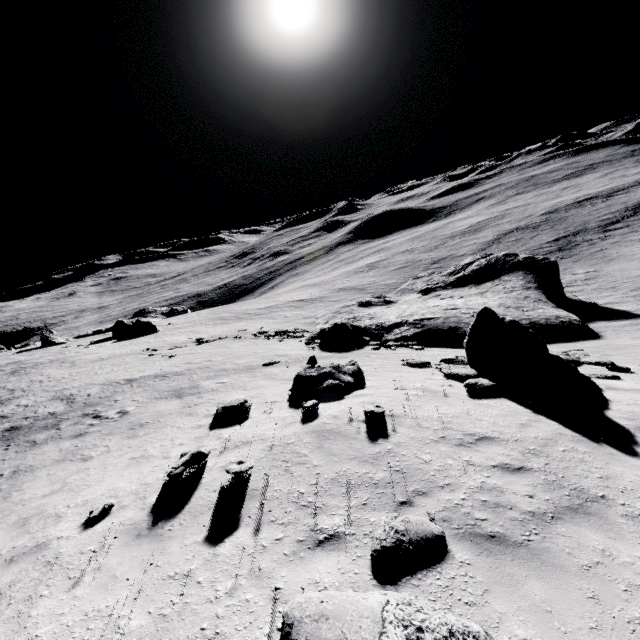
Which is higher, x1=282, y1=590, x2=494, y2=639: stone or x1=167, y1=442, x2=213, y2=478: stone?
x1=282, y1=590, x2=494, y2=639: stone

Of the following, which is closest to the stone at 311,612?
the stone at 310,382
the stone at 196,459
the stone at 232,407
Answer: the stone at 196,459

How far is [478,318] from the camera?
12.1m

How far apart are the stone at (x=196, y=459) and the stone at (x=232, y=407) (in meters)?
2.70

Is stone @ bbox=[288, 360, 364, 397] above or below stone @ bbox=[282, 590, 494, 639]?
below

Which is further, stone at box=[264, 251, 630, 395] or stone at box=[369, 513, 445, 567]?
stone at box=[264, 251, 630, 395]

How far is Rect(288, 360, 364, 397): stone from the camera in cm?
1069

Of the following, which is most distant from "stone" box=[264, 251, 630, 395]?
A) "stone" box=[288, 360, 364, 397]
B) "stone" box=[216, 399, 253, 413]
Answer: "stone" box=[216, 399, 253, 413]
